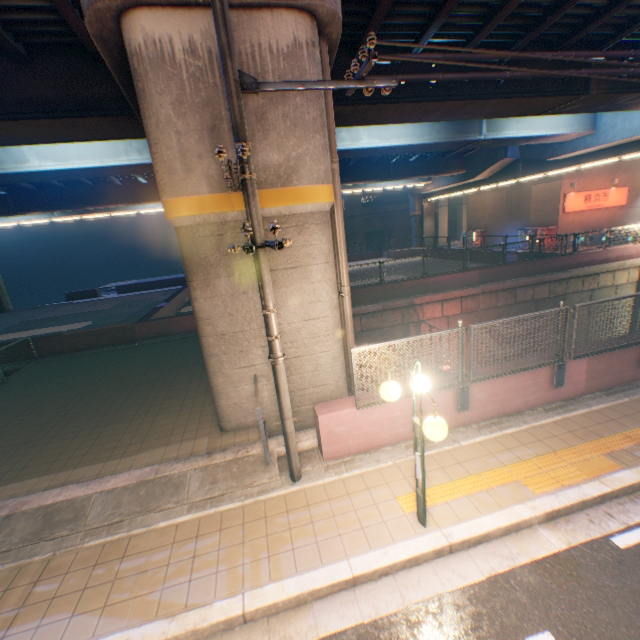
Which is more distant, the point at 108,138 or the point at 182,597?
the point at 108,138

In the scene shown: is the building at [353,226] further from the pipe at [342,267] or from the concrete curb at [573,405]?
the concrete curb at [573,405]

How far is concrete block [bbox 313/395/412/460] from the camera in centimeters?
594cm

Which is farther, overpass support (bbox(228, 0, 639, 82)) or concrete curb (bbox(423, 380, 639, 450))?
concrete curb (bbox(423, 380, 639, 450))

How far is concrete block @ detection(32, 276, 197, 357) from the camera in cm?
1429

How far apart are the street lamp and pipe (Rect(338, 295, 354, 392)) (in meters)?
3.16

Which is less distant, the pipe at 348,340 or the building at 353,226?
the pipe at 348,340

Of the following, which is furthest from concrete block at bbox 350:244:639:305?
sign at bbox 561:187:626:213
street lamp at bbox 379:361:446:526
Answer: street lamp at bbox 379:361:446:526
